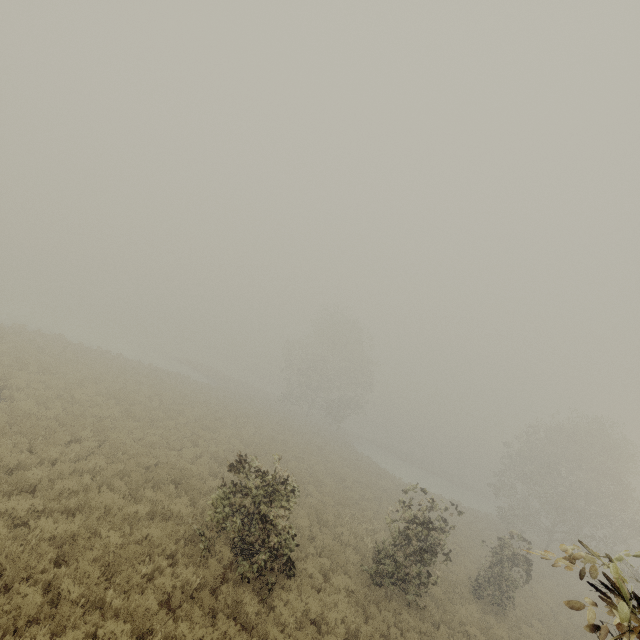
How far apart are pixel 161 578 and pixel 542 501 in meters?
36.3

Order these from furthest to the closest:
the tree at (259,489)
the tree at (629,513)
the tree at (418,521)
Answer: the tree at (418,521)
the tree at (259,489)
the tree at (629,513)

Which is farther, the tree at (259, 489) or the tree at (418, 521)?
the tree at (418, 521)

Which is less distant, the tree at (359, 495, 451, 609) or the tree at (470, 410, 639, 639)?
the tree at (470, 410, 639, 639)

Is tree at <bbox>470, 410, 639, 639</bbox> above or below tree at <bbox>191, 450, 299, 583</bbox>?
above

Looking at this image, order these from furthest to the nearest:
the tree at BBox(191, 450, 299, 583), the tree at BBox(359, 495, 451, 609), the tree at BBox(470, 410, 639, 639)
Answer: the tree at BBox(359, 495, 451, 609), the tree at BBox(191, 450, 299, 583), the tree at BBox(470, 410, 639, 639)

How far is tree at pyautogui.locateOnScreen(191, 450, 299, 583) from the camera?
8.6 meters
